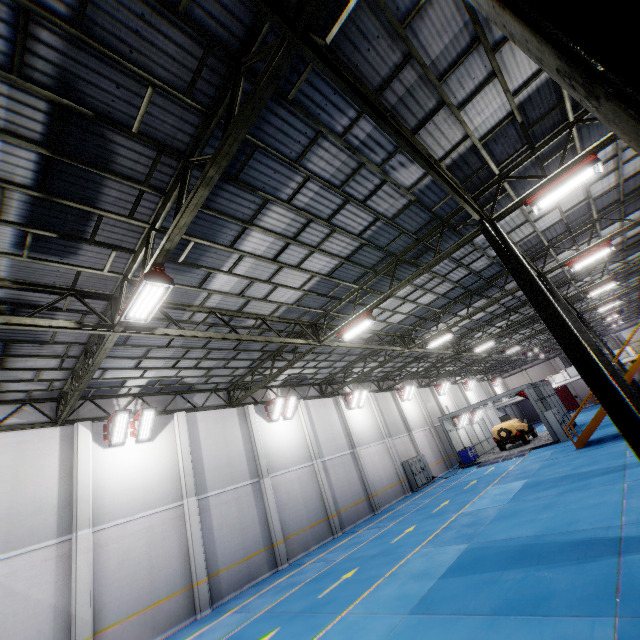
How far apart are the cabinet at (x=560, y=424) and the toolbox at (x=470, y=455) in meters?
6.7

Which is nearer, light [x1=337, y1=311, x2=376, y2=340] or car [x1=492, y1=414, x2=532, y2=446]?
light [x1=337, y1=311, x2=376, y2=340]

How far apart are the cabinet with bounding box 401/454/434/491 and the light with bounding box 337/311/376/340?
16.7m

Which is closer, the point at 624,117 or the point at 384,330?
the point at 624,117

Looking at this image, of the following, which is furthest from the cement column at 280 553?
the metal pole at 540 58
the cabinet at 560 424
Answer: the cabinet at 560 424

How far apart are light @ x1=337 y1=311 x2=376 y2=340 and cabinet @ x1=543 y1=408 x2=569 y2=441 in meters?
20.2

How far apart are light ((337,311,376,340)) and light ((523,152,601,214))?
5.7 meters

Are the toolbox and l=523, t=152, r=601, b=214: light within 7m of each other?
no
